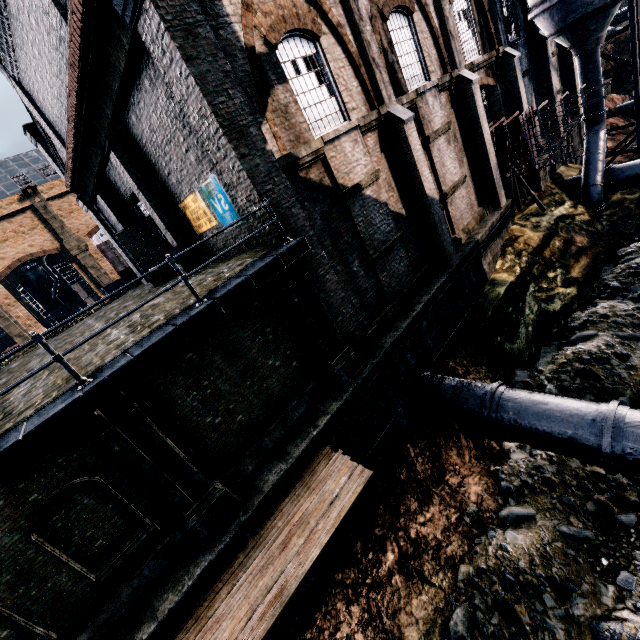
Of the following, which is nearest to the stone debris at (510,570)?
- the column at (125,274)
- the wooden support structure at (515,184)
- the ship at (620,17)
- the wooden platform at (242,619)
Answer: the wooden platform at (242,619)

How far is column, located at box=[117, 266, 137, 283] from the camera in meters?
27.4

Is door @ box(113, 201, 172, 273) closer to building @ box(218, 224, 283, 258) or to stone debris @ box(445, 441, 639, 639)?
building @ box(218, 224, 283, 258)

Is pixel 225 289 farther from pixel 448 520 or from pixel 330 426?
pixel 448 520

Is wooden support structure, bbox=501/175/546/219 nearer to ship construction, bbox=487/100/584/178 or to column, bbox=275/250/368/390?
ship construction, bbox=487/100/584/178

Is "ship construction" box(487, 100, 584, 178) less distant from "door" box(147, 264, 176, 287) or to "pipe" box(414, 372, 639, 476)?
"pipe" box(414, 372, 639, 476)

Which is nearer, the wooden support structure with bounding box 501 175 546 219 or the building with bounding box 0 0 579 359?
the building with bounding box 0 0 579 359

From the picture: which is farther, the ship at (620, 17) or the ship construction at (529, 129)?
the ship at (620, 17)
